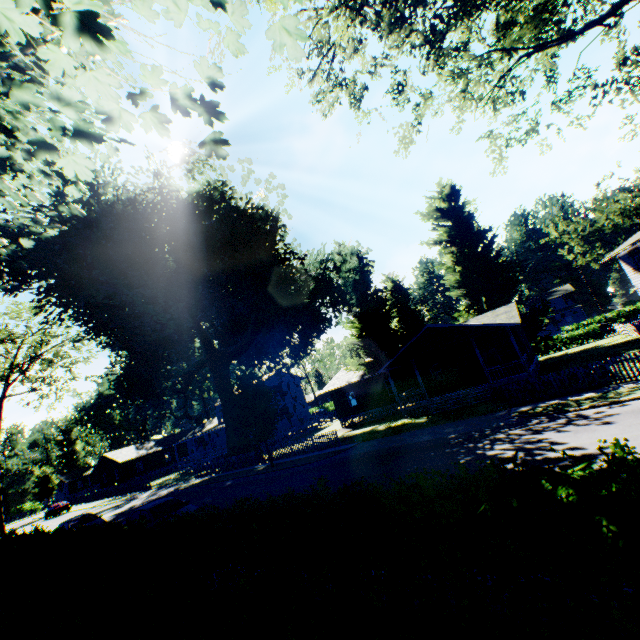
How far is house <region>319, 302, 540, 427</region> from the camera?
23.9m

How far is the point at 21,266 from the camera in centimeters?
731cm

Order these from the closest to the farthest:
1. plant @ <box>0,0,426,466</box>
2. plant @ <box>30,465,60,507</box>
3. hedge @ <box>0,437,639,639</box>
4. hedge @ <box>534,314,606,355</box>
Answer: hedge @ <box>0,437,639,639</box> < plant @ <box>0,0,426,466</box> < hedge @ <box>534,314,606,355</box> < plant @ <box>30,465,60,507</box>

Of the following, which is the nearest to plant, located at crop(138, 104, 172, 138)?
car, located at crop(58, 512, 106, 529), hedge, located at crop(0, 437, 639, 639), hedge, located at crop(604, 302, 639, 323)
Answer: hedge, located at crop(0, 437, 639, 639)

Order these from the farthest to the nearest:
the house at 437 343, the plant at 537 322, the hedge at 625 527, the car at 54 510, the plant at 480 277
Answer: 1. the car at 54 510
2. the plant at 480 277
3. the plant at 537 322
4. the house at 437 343
5. the hedge at 625 527

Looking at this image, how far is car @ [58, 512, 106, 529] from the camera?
20.11m

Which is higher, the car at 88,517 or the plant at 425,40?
the plant at 425,40
